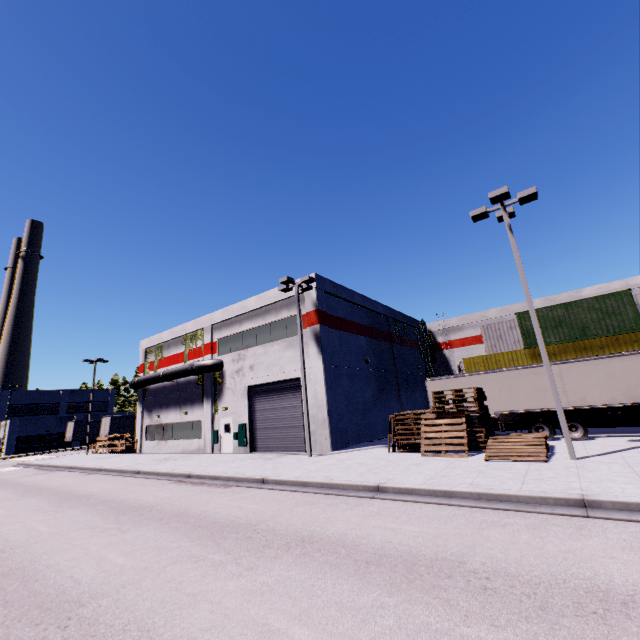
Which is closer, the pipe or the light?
the light

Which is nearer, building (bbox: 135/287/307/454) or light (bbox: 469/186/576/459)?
light (bbox: 469/186/576/459)

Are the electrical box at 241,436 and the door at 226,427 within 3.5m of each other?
yes

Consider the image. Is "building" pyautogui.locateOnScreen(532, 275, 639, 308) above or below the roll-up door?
above

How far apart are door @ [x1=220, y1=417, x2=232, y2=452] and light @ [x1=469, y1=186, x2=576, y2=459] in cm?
1958

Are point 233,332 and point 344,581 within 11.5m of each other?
no

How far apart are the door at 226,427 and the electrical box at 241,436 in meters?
0.1

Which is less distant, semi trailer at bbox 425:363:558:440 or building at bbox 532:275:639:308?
semi trailer at bbox 425:363:558:440
